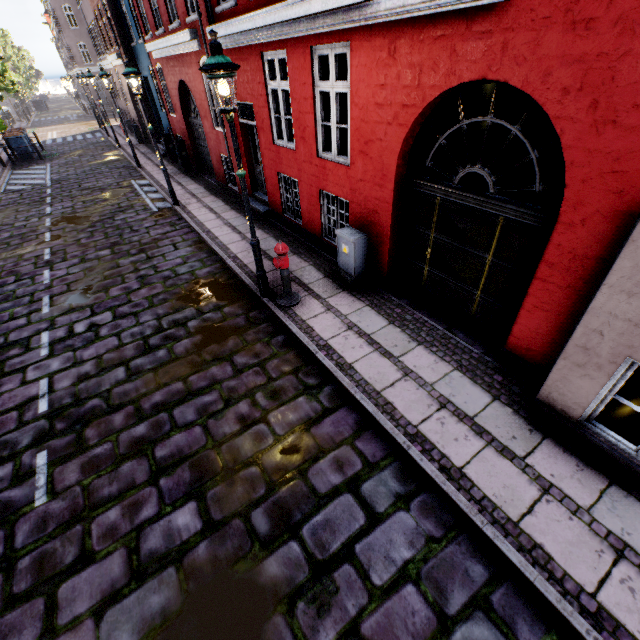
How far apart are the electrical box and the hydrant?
1.0m

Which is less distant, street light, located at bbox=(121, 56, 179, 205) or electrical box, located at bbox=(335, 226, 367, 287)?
electrical box, located at bbox=(335, 226, 367, 287)

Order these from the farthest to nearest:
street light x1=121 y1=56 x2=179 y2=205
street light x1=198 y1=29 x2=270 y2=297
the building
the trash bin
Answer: the trash bin, street light x1=121 y1=56 x2=179 y2=205, street light x1=198 y1=29 x2=270 y2=297, the building

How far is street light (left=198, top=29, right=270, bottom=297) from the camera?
4.0 meters

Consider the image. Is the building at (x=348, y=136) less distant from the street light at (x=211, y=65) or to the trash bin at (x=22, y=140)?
the street light at (x=211, y=65)

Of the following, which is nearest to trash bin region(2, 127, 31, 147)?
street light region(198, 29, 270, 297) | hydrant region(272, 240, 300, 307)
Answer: street light region(198, 29, 270, 297)

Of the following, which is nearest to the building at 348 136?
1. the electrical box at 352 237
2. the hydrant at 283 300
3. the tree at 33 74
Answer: the electrical box at 352 237

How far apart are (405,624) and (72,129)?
41.5 meters
